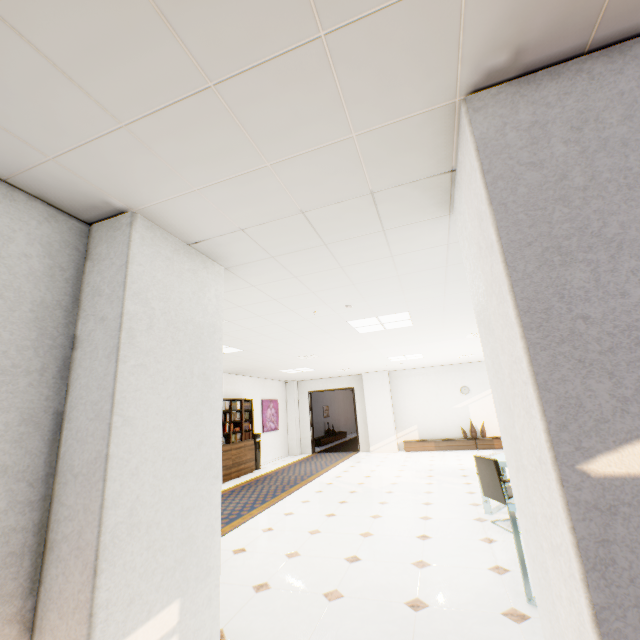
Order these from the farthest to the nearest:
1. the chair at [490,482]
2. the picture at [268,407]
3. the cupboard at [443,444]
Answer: the picture at [268,407] < the cupboard at [443,444] < the chair at [490,482]

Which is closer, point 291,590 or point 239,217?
point 239,217

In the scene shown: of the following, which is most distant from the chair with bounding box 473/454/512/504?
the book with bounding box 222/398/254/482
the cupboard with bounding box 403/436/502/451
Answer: the cupboard with bounding box 403/436/502/451

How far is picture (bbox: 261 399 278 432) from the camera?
11.7 meters

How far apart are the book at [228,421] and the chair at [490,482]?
6.44m

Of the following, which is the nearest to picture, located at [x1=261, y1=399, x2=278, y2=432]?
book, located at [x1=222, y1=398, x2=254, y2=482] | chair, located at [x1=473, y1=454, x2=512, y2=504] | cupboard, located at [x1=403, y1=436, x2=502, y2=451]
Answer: book, located at [x1=222, y1=398, x2=254, y2=482]

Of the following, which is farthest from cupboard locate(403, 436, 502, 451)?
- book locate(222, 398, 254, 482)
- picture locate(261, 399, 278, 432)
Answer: book locate(222, 398, 254, 482)
